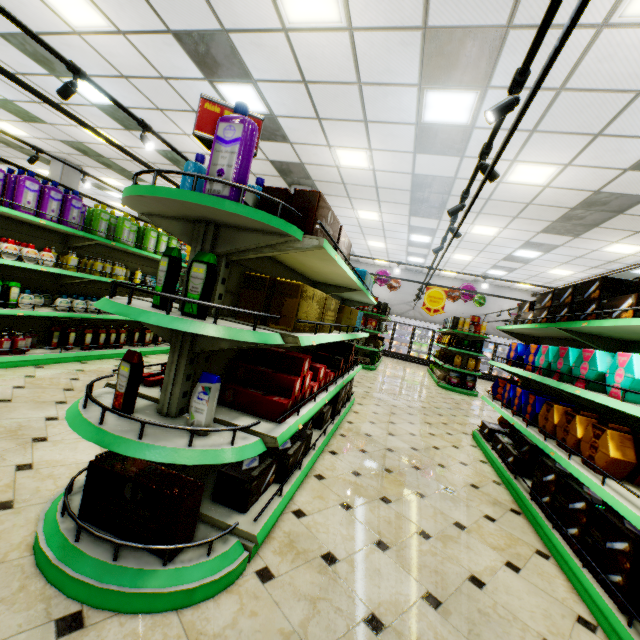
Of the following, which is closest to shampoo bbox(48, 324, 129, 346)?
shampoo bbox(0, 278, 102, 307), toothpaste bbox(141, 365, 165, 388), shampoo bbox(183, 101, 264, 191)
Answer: shampoo bbox(0, 278, 102, 307)

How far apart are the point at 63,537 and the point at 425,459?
3.6 meters

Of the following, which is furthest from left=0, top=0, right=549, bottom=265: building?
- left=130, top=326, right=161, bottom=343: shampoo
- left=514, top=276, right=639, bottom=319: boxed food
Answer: left=514, top=276, right=639, bottom=319: boxed food

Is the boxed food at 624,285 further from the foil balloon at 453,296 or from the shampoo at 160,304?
the foil balloon at 453,296

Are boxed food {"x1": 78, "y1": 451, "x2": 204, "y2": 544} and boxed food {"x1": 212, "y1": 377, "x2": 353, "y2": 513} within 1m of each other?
yes

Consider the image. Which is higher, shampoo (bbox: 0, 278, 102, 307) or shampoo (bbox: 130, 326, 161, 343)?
shampoo (bbox: 0, 278, 102, 307)

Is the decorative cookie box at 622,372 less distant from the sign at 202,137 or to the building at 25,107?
the building at 25,107

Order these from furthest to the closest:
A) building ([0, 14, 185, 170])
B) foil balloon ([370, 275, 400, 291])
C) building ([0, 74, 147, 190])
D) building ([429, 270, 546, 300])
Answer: building ([429, 270, 546, 300])
foil balloon ([370, 275, 400, 291])
building ([0, 74, 147, 190])
building ([0, 14, 185, 170])
